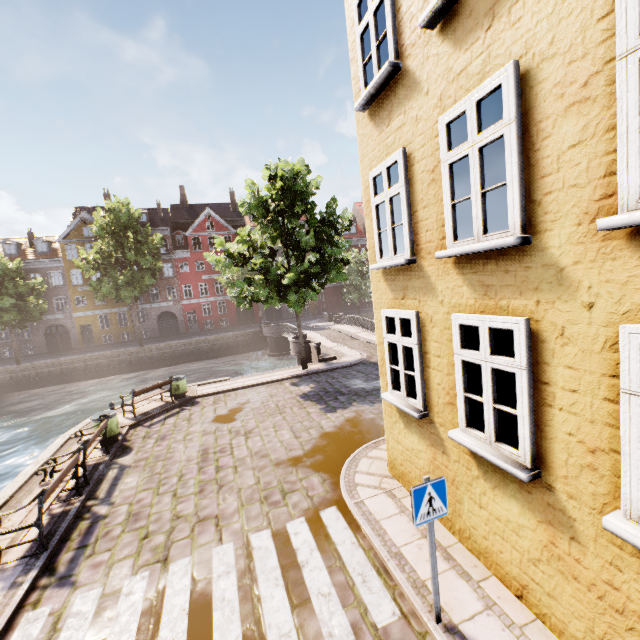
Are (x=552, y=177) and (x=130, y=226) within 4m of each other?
no

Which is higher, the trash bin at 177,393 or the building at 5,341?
the building at 5,341

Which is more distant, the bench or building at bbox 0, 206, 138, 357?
building at bbox 0, 206, 138, 357

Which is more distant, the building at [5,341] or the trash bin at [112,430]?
the building at [5,341]

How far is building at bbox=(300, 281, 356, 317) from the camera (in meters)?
48.22

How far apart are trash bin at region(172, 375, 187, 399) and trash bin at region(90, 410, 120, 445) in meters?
3.5

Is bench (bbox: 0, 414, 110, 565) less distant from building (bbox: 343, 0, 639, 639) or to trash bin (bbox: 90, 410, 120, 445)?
trash bin (bbox: 90, 410, 120, 445)
